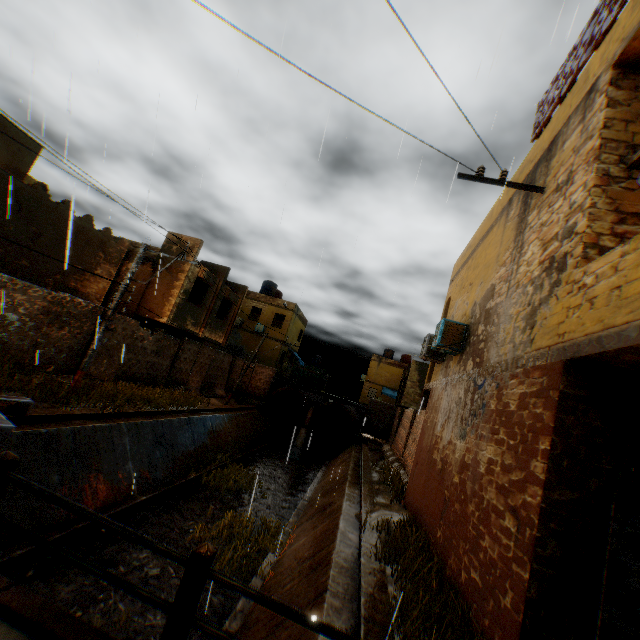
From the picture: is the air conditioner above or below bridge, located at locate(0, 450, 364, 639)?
above

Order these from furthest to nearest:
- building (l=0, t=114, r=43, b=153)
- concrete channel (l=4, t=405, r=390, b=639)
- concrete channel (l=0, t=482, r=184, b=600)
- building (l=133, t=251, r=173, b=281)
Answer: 1. building (l=133, t=251, r=173, b=281)
2. building (l=0, t=114, r=43, b=153)
3. concrete channel (l=0, t=482, r=184, b=600)
4. concrete channel (l=4, t=405, r=390, b=639)

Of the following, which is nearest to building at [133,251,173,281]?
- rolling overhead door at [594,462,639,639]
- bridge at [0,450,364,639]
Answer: rolling overhead door at [594,462,639,639]

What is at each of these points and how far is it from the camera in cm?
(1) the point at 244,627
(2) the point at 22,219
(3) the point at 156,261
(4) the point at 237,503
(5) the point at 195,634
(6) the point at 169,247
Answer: (1) concrete channel, 652
(2) building, 1116
(3) building, 1761
(4) concrete channel, 1375
(5) concrete channel, 671
(6) building, 1773

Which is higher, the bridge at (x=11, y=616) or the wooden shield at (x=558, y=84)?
the wooden shield at (x=558, y=84)

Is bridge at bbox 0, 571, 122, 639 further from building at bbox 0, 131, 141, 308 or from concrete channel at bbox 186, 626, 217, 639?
building at bbox 0, 131, 141, 308

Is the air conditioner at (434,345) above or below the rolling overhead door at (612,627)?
above

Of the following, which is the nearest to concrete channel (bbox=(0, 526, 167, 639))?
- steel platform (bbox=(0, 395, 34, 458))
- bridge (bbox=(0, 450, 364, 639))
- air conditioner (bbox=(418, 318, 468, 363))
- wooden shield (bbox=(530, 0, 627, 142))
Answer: bridge (bbox=(0, 450, 364, 639))
